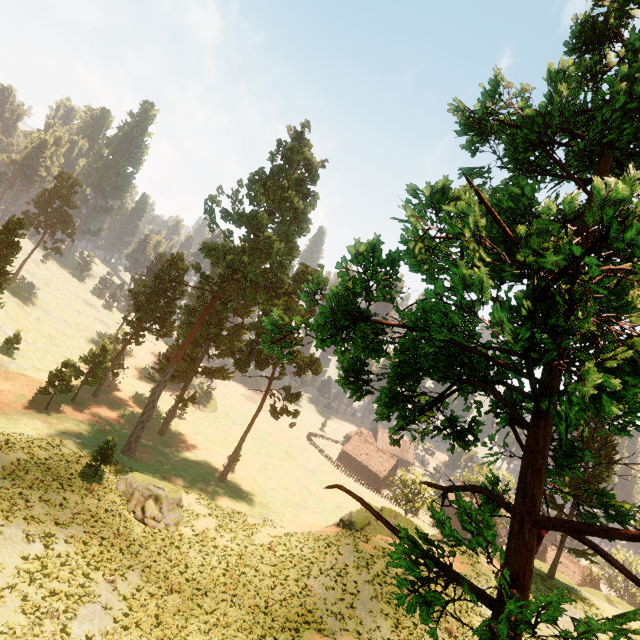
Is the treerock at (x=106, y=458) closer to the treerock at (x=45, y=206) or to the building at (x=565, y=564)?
the building at (x=565, y=564)

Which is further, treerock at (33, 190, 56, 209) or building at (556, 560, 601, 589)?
treerock at (33, 190, 56, 209)

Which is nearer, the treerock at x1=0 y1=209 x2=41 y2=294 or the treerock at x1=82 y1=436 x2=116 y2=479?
the treerock at x1=82 y1=436 x2=116 y2=479

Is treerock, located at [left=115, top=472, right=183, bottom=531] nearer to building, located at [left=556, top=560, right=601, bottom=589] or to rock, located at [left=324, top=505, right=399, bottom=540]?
building, located at [left=556, top=560, right=601, bottom=589]

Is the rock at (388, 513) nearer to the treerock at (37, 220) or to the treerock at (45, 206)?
the treerock at (37, 220)

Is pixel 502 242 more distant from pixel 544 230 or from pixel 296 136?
pixel 296 136

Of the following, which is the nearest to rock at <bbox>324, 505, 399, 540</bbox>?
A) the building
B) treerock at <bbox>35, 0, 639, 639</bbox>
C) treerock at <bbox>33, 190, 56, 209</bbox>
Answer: treerock at <bbox>35, 0, 639, 639</bbox>
